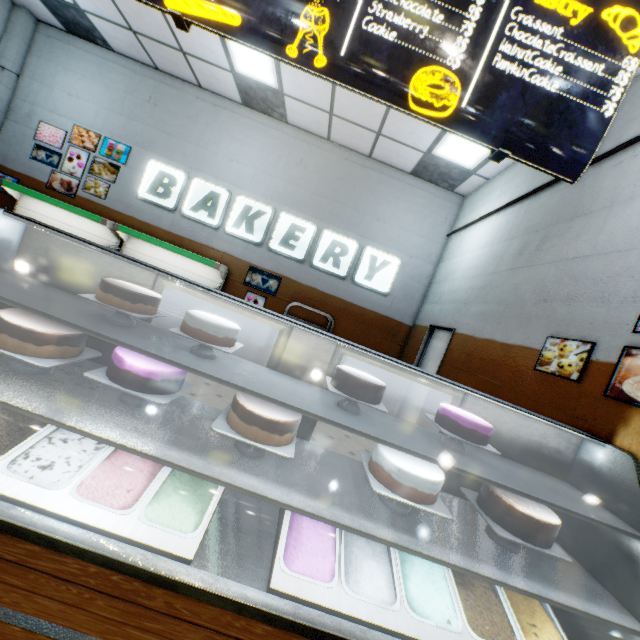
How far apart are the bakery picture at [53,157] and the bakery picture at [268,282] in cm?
309

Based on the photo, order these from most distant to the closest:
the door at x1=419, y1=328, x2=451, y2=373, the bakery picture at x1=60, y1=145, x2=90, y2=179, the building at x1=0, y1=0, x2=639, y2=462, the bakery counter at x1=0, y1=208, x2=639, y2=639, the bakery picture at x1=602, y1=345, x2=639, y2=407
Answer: the bakery picture at x1=60, y1=145, x2=90, y2=179, the door at x1=419, y1=328, x2=451, y2=373, the building at x1=0, y1=0, x2=639, y2=462, the bakery picture at x1=602, y1=345, x2=639, y2=407, the bakery counter at x1=0, y1=208, x2=639, y2=639

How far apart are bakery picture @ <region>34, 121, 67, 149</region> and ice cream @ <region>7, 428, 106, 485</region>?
5.9m

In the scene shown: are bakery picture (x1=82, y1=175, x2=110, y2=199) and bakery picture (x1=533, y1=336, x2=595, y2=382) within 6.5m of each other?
no

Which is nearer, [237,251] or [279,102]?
[279,102]

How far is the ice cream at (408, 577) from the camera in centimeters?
153cm

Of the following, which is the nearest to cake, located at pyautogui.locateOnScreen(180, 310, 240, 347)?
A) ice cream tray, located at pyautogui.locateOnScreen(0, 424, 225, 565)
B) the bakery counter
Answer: the bakery counter

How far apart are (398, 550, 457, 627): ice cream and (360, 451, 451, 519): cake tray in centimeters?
24cm
